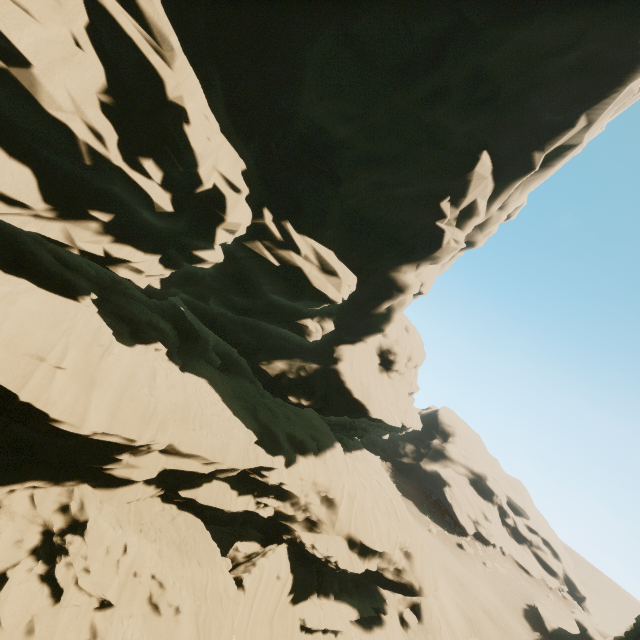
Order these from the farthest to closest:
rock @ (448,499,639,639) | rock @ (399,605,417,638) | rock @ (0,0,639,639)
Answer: rock @ (448,499,639,639)
rock @ (399,605,417,638)
rock @ (0,0,639,639)

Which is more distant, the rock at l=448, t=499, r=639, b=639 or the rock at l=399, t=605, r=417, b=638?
the rock at l=448, t=499, r=639, b=639

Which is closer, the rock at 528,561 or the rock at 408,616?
the rock at 408,616

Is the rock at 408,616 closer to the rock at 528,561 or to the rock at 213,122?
the rock at 213,122

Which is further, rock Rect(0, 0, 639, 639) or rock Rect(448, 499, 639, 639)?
rock Rect(448, 499, 639, 639)

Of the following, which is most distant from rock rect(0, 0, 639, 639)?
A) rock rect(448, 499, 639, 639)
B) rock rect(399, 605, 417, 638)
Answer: rock rect(448, 499, 639, 639)

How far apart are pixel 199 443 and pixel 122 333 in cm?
613
